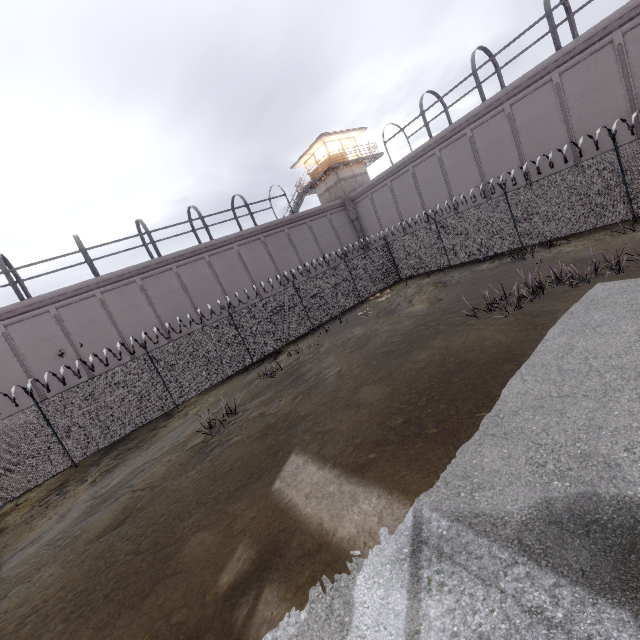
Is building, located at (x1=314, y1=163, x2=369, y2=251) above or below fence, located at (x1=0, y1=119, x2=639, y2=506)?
above

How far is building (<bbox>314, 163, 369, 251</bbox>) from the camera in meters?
31.3 m

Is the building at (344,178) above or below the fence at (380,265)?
above

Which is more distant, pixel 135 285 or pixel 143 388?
pixel 135 285

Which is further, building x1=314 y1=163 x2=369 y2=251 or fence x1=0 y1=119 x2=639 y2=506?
building x1=314 y1=163 x2=369 y2=251

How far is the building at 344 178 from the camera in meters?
31.3 m
